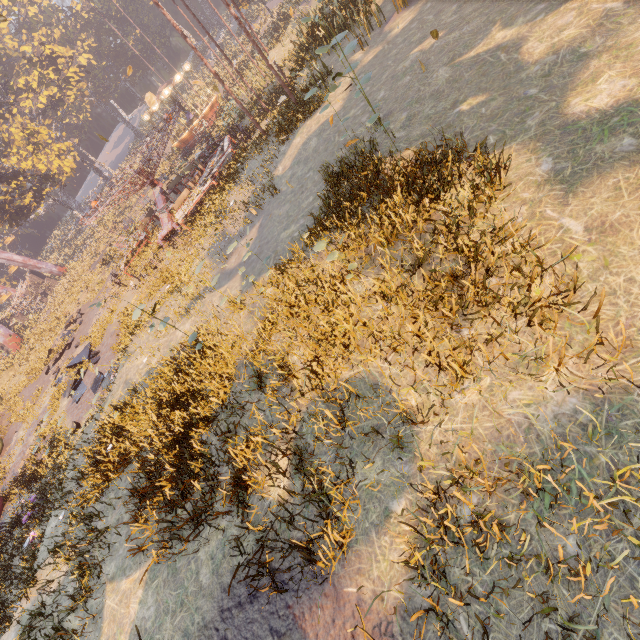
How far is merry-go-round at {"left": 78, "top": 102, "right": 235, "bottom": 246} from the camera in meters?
18.4

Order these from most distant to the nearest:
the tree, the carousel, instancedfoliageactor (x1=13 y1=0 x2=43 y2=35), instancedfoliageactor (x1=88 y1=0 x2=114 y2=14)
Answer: instancedfoliageactor (x1=88 y1=0 x2=114 y2=14) < instancedfoliageactor (x1=13 y1=0 x2=43 y2=35) < the tree < the carousel

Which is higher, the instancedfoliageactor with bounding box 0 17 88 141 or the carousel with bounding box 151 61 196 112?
the instancedfoliageactor with bounding box 0 17 88 141

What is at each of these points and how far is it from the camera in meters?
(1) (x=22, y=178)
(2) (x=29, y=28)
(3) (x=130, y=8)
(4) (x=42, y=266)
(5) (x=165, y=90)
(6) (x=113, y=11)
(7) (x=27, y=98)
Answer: (1) tree, 43.9 m
(2) instancedfoliageactor, 58.2 m
(3) instancedfoliageactor, 57.5 m
(4) metal support, 47.0 m
(5) carousel, 32.5 m
(6) instancedfoliageactor, 59.6 m
(7) instancedfoliageactor, 45.3 m

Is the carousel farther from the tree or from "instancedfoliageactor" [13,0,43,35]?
the tree

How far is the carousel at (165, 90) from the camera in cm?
3259

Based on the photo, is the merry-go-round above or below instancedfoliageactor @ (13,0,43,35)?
below

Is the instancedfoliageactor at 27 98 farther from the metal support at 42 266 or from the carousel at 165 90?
the metal support at 42 266
